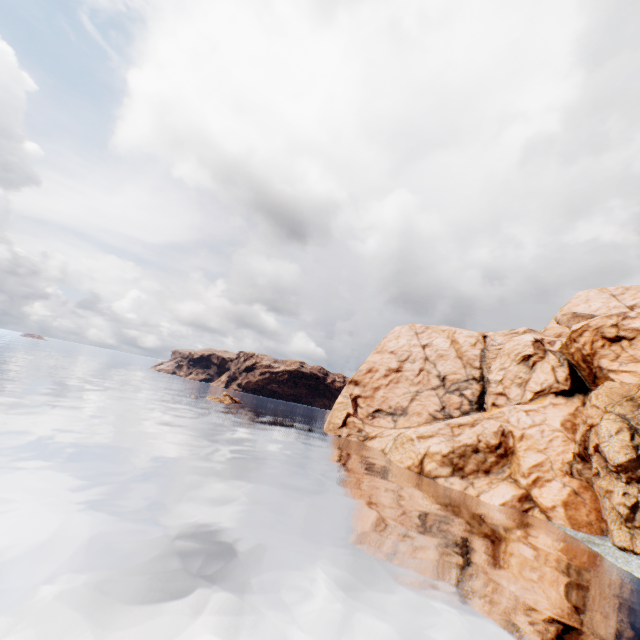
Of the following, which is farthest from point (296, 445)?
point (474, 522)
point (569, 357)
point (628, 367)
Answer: point (628, 367)
